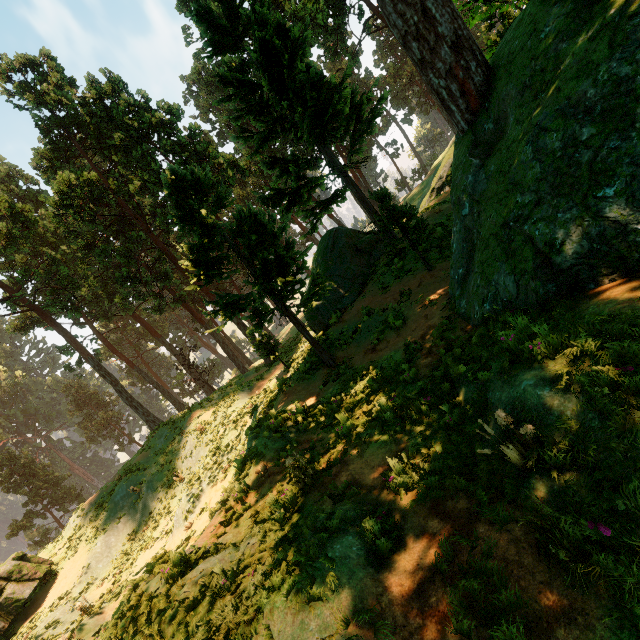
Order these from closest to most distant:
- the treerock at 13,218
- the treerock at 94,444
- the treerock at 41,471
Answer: the treerock at 13,218, the treerock at 41,471, the treerock at 94,444

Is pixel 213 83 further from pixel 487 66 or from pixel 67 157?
pixel 487 66

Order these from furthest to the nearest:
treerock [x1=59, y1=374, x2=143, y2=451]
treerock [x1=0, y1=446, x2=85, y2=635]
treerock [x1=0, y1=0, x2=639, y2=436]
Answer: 1. treerock [x1=59, y1=374, x2=143, y2=451]
2. treerock [x1=0, y1=446, x2=85, y2=635]
3. treerock [x1=0, y1=0, x2=639, y2=436]

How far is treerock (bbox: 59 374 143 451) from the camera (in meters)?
55.28

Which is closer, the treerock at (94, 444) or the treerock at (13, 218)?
the treerock at (13, 218)

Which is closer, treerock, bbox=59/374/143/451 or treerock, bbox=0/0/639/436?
treerock, bbox=0/0/639/436
